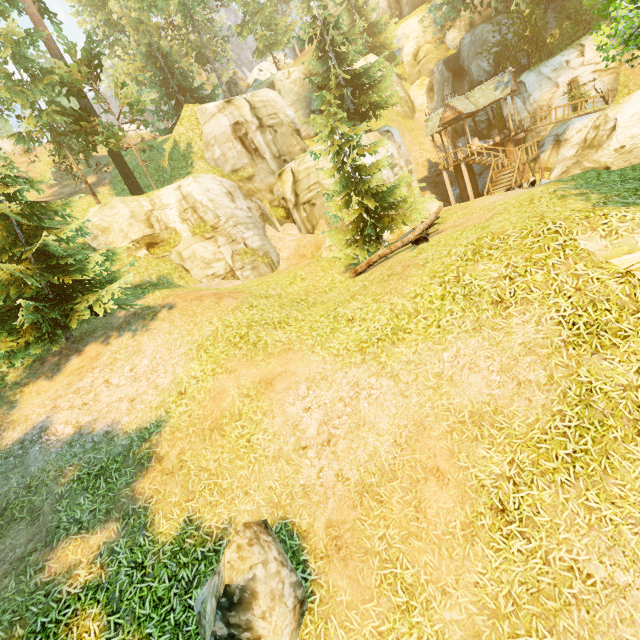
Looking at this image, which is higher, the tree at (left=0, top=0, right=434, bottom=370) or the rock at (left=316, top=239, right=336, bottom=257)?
the tree at (left=0, top=0, right=434, bottom=370)

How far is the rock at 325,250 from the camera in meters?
19.5

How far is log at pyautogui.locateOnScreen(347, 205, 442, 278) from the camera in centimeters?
1153cm

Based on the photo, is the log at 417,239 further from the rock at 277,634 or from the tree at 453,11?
the rock at 277,634

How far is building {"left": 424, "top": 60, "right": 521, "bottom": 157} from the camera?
24.2 meters

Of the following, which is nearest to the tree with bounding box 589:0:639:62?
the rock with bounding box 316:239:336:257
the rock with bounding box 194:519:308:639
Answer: the rock with bounding box 194:519:308:639

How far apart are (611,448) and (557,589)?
2.3 meters

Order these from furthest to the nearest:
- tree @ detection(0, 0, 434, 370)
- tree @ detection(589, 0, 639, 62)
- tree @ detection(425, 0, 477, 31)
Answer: tree @ detection(425, 0, 477, 31) → tree @ detection(0, 0, 434, 370) → tree @ detection(589, 0, 639, 62)
